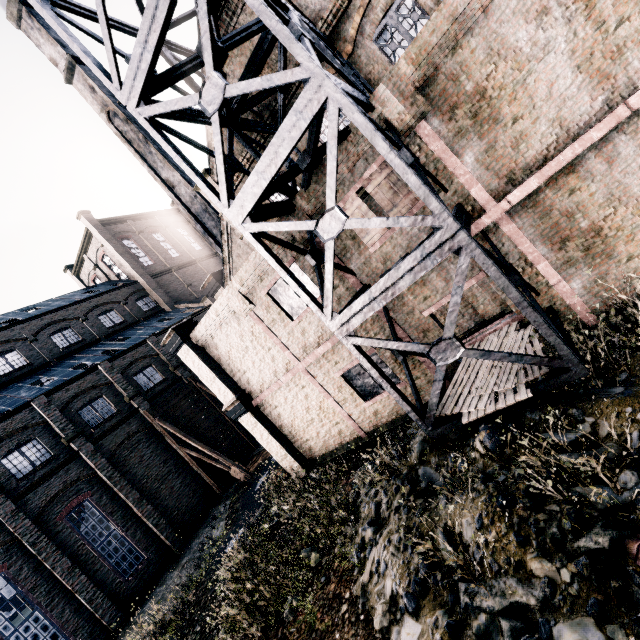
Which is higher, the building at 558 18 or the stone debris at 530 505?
the building at 558 18

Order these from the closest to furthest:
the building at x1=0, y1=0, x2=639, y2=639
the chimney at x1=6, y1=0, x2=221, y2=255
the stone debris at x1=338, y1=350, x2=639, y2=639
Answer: the stone debris at x1=338, y1=350, x2=639, y2=639, the building at x1=0, y1=0, x2=639, y2=639, the chimney at x1=6, y1=0, x2=221, y2=255

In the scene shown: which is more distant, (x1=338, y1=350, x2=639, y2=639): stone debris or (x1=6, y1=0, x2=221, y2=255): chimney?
(x1=6, y1=0, x2=221, y2=255): chimney

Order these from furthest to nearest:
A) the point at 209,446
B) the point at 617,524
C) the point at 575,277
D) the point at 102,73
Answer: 1. the point at 209,446
2. the point at 575,277
3. the point at 102,73
4. the point at 617,524

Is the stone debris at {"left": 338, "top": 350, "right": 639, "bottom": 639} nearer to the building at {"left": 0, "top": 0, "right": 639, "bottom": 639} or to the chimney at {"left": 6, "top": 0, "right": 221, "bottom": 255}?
the building at {"left": 0, "top": 0, "right": 639, "bottom": 639}

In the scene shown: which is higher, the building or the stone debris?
the building

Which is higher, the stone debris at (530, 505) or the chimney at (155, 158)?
the chimney at (155, 158)

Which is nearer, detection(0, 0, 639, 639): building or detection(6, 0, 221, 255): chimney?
detection(0, 0, 639, 639): building
